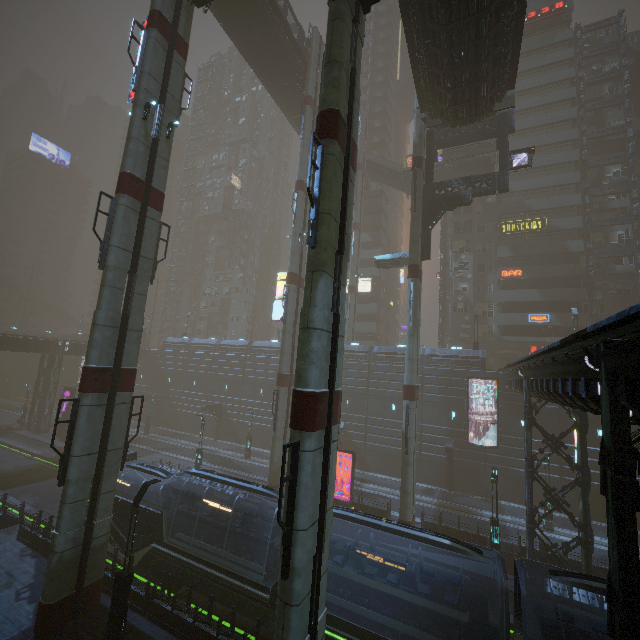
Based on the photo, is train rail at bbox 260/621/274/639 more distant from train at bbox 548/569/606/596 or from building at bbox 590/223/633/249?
train at bbox 548/569/606/596

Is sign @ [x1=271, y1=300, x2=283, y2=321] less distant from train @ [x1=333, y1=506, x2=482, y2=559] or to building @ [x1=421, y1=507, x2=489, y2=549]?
building @ [x1=421, y1=507, x2=489, y2=549]

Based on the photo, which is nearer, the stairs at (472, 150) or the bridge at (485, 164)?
the stairs at (472, 150)

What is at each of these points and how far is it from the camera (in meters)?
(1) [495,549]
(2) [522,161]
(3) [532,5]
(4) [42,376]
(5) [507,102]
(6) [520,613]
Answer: (1) street light, 19.42
(2) sign, 23.83
(3) building, 45.84
(4) building, 41.75
(5) stairs, 21.14
(6) train, 9.91

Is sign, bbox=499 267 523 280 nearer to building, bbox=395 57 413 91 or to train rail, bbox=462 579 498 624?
building, bbox=395 57 413 91

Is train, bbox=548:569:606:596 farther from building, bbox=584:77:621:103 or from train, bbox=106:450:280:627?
building, bbox=584:77:621:103

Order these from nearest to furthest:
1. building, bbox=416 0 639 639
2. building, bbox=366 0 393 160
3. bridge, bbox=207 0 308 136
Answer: building, bbox=416 0 639 639 → bridge, bbox=207 0 308 136 → building, bbox=366 0 393 160

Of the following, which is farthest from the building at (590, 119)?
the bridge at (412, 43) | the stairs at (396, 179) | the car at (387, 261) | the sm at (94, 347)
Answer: the car at (387, 261)
